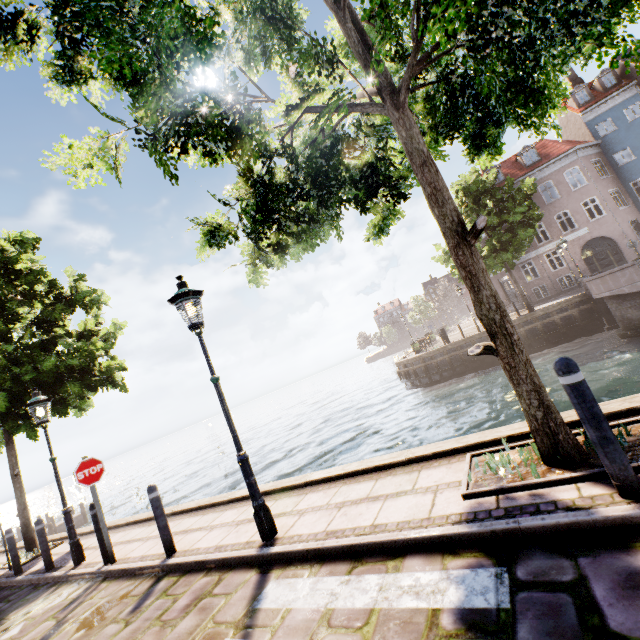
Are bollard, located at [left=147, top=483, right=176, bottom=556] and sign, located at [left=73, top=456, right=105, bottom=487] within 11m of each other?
yes

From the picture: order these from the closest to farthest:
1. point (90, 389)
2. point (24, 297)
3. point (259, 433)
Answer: point (24, 297) → point (90, 389) → point (259, 433)

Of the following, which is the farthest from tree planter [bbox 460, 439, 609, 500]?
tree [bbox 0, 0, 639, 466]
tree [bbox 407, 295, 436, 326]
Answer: tree [bbox 407, 295, 436, 326]

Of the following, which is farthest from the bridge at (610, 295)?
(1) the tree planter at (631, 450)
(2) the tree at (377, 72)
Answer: (1) the tree planter at (631, 450)

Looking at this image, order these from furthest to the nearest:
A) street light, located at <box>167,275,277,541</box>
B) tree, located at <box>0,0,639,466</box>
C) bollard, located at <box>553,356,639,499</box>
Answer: street light, located at <box>167,275,277,541</box>
tree, located at <box>0,0,639,466</box>
bollard, located at <box>553,356,639,499</box>

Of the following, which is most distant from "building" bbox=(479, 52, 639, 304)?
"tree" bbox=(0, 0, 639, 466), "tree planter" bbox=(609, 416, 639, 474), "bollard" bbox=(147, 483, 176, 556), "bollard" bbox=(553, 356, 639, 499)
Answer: "bollard" bbox=(147, 483, 176, 556)

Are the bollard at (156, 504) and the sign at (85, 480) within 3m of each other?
yes

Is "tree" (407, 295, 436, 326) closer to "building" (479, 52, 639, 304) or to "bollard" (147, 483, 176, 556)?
"building" (479, 52, 639, 304)
